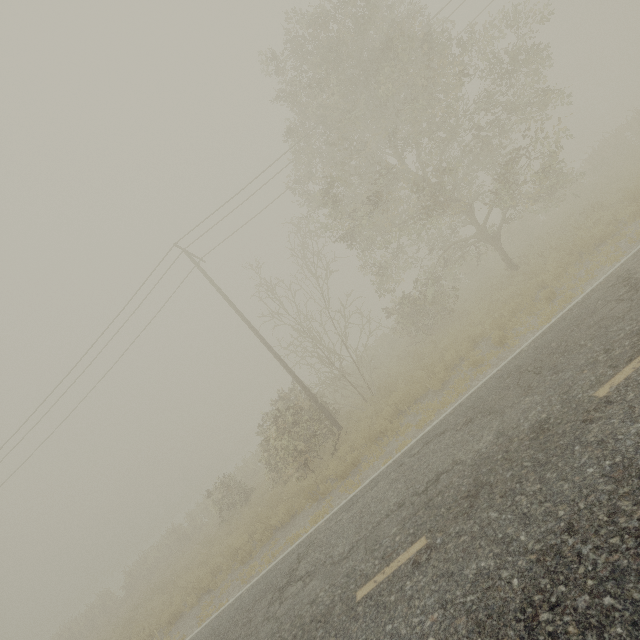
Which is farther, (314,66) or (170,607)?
(314,66)

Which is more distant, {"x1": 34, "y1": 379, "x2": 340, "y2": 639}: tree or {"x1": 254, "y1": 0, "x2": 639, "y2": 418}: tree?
{"x1": 34, "y1": 379, "x2": 340, "y2": 639}: tree

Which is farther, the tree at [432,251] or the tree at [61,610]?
the tree at [61,610]
